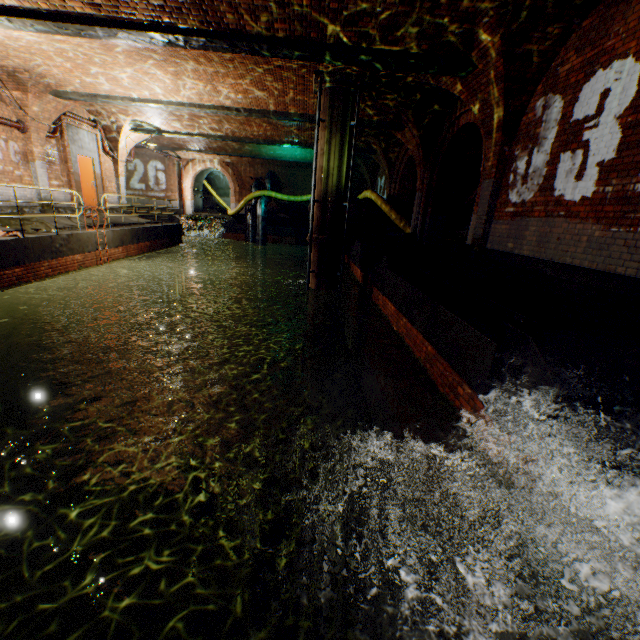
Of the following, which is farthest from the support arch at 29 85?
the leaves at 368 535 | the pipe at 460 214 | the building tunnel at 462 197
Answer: the pipe at 460 214

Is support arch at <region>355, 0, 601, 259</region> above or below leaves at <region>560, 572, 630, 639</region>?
above

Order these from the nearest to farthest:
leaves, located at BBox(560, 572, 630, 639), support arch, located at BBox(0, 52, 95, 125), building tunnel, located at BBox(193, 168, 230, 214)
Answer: leaves, located at BBox(560, 572, 630, 639) < support arch, located at BBox(0, 52, 95, 125) < building tunnel, located at BBox(193, 168, 230, 214)

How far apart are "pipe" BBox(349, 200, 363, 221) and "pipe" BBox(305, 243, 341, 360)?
5.4m

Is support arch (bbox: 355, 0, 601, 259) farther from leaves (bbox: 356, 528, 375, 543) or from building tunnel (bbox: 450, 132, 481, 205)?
leaves (bbox: 356, 528, 375, 543)

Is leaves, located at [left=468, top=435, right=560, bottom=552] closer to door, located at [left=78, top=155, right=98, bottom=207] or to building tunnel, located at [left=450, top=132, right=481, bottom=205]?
building tunnel, located at [left=450, top=132, right=481, bottom=205]

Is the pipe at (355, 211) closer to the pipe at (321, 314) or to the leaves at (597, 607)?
the pipe at (321, 314)

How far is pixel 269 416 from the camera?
10.6 meters
